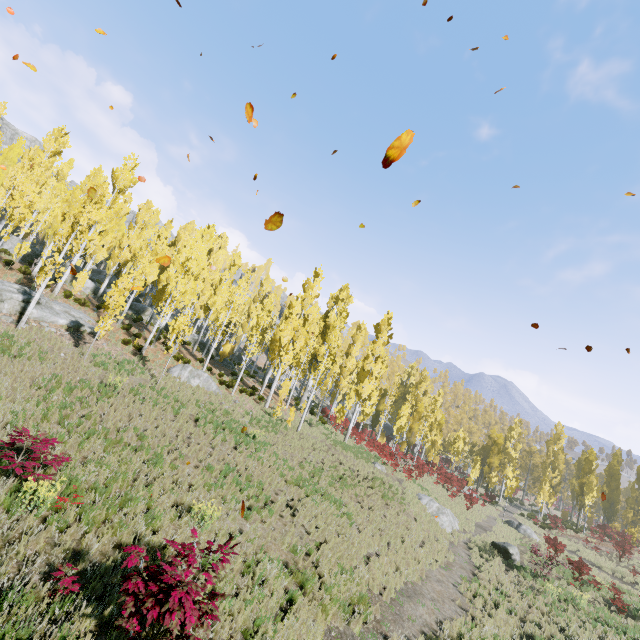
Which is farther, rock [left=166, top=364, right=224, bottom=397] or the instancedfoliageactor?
rock [left=166, top=364, right=224, bottom=397]

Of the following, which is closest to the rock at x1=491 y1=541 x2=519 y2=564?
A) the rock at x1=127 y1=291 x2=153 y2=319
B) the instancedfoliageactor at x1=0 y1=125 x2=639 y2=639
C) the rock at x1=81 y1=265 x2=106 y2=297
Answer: the instancedfoliageactor at x1=0 y1=125 x2=639 y2=639

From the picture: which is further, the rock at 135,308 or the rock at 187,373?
the rock at 135,308

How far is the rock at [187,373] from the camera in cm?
1975

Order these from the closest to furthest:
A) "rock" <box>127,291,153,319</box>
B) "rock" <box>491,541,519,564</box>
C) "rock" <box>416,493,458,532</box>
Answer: "rock" <box>491,541,519,564</box> → "rock" <box>416,493,458,532</box> → "rock" <box>127,291,153,319</box>

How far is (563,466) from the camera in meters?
42.8

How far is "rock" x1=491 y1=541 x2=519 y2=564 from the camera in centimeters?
2039cm
